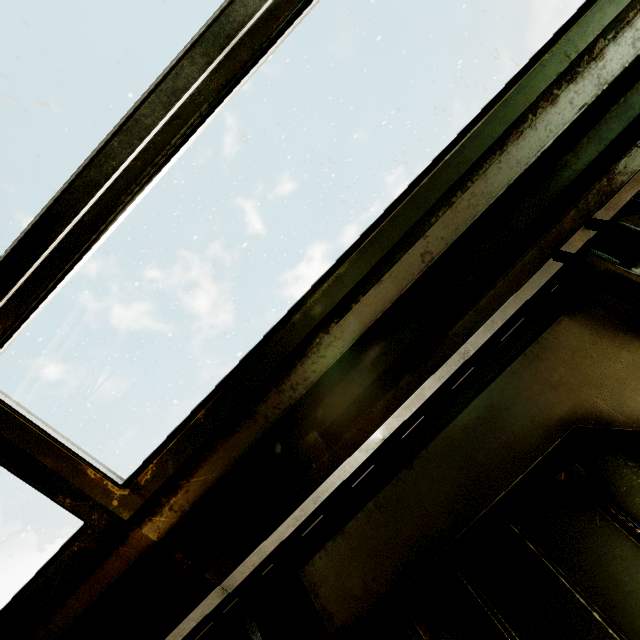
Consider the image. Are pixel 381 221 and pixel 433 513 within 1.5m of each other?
yes
